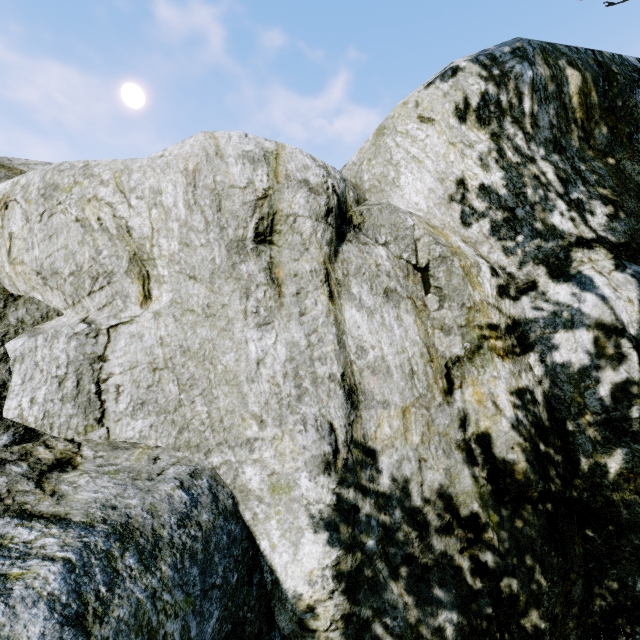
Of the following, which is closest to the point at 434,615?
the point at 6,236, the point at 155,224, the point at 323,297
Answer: the point at 323,297
